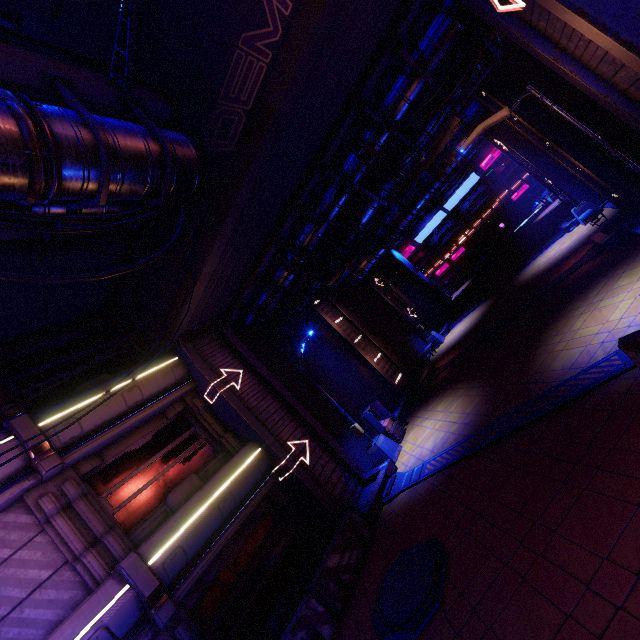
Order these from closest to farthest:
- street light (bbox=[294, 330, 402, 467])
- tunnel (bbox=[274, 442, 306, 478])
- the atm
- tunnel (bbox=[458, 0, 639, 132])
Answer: tunnel (bbox=[458, 0, 639, 132]) → tunnel (bbox=[274, 442, 306, 478]) → street light (bbox=[294, 330, 402, 467]) → the atm

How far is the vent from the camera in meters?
15.1 m

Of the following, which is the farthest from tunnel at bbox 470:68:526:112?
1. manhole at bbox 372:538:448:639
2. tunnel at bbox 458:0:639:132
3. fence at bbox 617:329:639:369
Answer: manhole at bbox 372:538:448:639

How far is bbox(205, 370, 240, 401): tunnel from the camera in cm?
1196

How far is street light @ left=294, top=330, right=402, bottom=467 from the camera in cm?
1301

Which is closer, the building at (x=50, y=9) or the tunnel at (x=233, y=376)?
the building at (x=50, y=9)

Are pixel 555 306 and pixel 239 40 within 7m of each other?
no

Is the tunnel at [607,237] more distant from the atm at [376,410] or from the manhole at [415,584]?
the manhole at [415,584]
